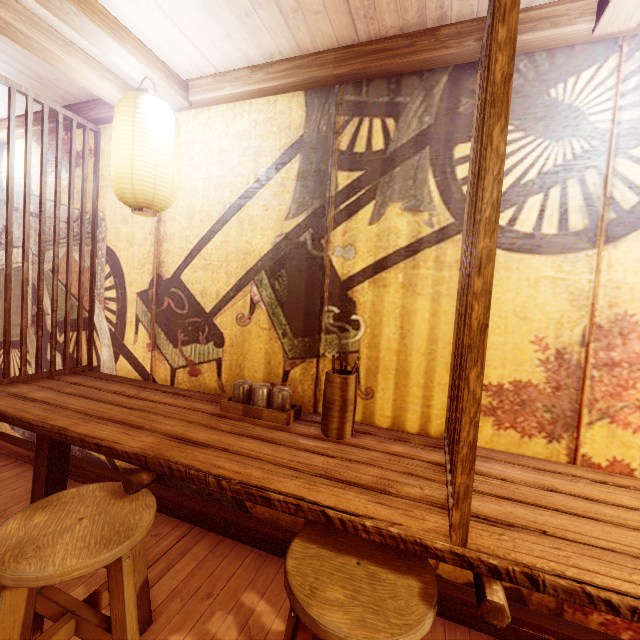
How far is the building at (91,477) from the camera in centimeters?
448cm

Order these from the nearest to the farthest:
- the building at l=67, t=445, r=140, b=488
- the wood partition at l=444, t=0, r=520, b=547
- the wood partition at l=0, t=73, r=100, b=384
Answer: the wood partition at l=444, t=0, r=520, b=547, the wood partition at l=0, t=73, r=100, b=384, the building at l=67, t=445, r=140, b=488

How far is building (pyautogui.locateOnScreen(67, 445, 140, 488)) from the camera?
4.5 meters

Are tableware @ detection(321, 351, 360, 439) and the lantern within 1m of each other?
no

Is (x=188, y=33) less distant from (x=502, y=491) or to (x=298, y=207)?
(x=298, y=207)

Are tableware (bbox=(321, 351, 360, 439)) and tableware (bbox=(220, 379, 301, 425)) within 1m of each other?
yes

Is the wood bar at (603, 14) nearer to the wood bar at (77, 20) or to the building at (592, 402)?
the building at (592, 402)

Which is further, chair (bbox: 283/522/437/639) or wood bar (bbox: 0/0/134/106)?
wood bar (bbox: 0/0/134/106)
